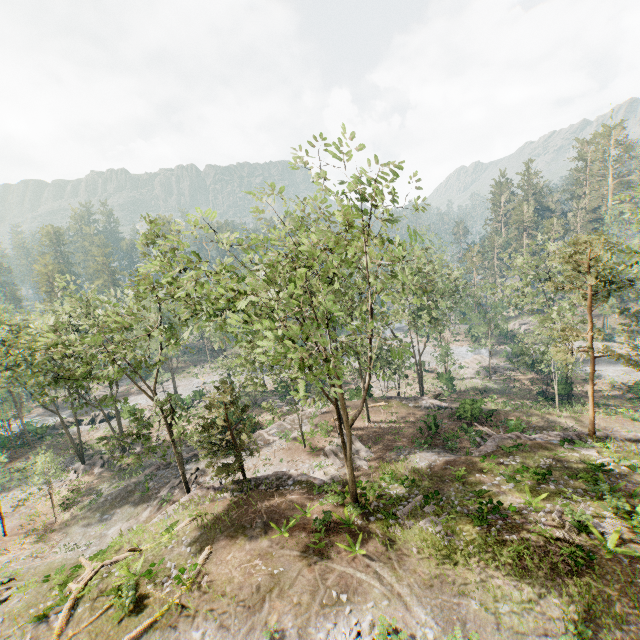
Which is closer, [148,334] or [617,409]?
[148,334]

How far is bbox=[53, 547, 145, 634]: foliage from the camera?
14.8 meters

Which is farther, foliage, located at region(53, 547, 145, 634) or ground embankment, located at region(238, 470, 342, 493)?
ground embankment, located at region(238, 470, 342, 493)

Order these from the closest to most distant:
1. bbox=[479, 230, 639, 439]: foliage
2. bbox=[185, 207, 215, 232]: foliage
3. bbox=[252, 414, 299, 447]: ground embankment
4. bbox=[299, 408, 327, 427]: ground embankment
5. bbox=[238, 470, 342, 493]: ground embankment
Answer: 1. bbox=[185, 207, 215, 232]: foliage
2. bbox=[479, 230, 639, 439]: foliage
3. bbox=[238, 470, 342, 493]: ground embankment
4. bbox=[252, 414, 299, 447]: ground embankment
5. bbox=[299, 408, 327, 427]: ground embankment

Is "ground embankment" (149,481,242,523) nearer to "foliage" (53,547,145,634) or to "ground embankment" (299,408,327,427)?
"foliage" (53,547,145,634)

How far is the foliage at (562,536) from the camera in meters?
14.5 m

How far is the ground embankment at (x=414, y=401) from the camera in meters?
34.6
